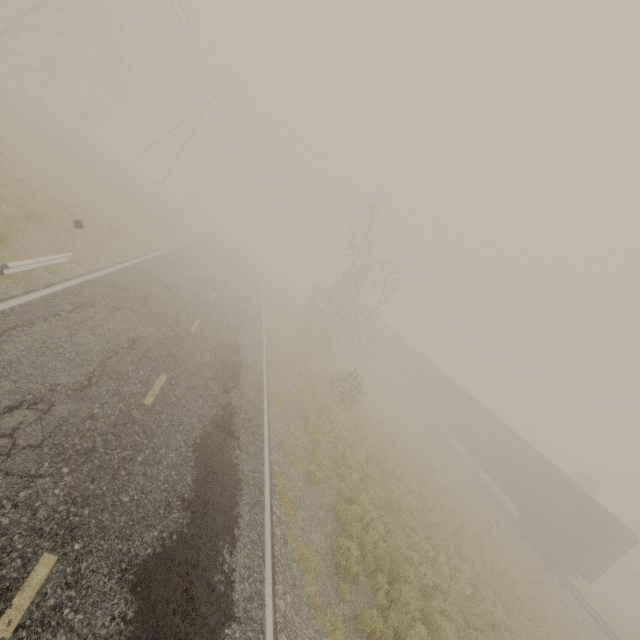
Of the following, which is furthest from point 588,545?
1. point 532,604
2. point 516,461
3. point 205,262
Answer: point 205,262

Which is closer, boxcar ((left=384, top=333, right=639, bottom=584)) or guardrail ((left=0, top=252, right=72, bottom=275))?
guardrail ((left=0, top=252, right=72, bottom=275))

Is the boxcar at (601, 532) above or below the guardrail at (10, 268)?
above

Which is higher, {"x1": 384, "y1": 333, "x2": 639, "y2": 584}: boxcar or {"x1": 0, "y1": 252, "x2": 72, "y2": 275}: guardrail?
{"x1": 384, "y1": 333, "x2": 639, "y2": 584}: boxcar

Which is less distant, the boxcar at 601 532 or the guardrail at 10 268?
the guardrail at 10 268
